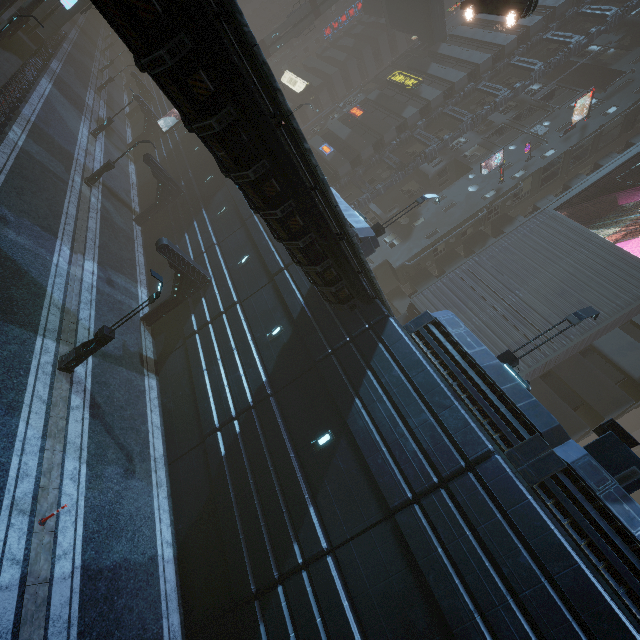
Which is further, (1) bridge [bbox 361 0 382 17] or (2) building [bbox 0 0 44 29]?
(1) bridge [bbox 361 0 382 17]

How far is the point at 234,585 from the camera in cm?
1068

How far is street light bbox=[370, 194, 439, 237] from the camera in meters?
19.2

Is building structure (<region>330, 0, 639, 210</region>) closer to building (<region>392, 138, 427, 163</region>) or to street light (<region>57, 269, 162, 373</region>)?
building (<region>392, 138, 427, 163</region>)

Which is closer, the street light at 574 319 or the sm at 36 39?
the street light at 574 319

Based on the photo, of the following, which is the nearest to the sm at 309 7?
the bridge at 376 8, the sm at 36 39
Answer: the bridge at 376 8

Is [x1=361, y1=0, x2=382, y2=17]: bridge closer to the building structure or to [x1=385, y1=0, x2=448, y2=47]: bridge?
[x1=385, y1=0, x2=448, y2=47]: bridge

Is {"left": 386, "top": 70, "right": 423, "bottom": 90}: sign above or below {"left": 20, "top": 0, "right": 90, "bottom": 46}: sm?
above
